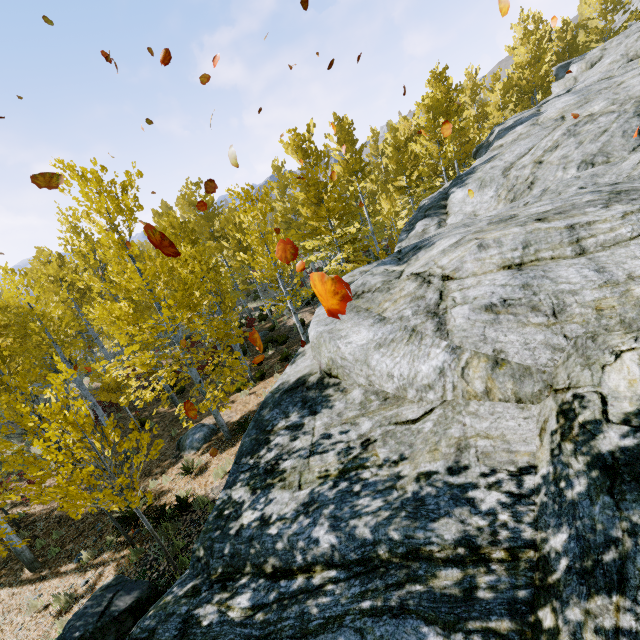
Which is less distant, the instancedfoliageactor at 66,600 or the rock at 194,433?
the instancedfoliageactor at 66,600

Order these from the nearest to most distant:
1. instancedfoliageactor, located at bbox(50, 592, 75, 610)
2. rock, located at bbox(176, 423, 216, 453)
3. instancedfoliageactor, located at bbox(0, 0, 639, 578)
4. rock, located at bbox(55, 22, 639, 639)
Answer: rock, located at bbox(55, 22, 639, 639), instancedfoliageactor, located at bbox(0, 0, 639, 578), instancedfoliageactor, located at bbox(50, 592, 75, 610), rock, located at bbox(176, 423, 216, 453)

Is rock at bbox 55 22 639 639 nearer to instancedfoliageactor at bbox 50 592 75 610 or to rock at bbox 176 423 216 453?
instancedfoliageactor at bbox 50 592 75 610

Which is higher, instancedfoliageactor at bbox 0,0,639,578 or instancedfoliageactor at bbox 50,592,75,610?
instancedfoliageactor at bbox 0,0,639,578

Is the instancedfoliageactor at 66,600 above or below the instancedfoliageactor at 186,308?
below

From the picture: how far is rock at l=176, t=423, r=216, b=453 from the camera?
12.0m

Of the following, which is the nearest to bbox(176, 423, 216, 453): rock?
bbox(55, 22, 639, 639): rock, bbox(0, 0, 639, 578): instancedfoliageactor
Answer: bbox(0, 0, 639, 578): instancedfoliageactor

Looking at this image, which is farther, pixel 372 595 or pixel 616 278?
pixel 616 278
